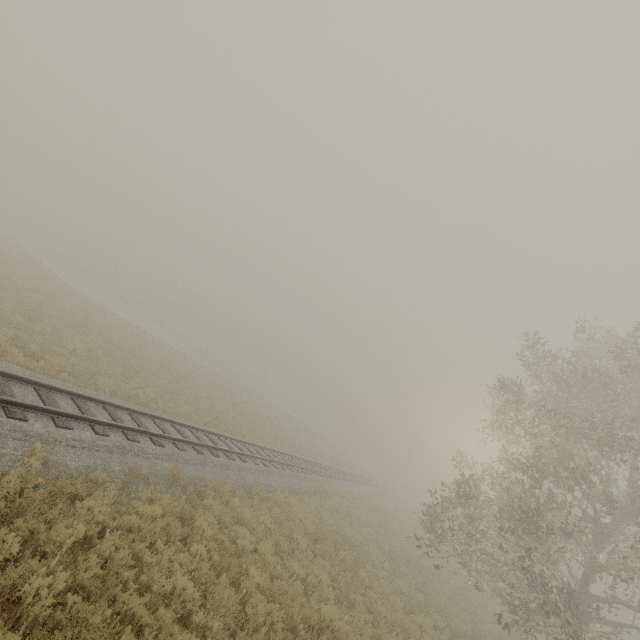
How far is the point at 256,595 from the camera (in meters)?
7.66
